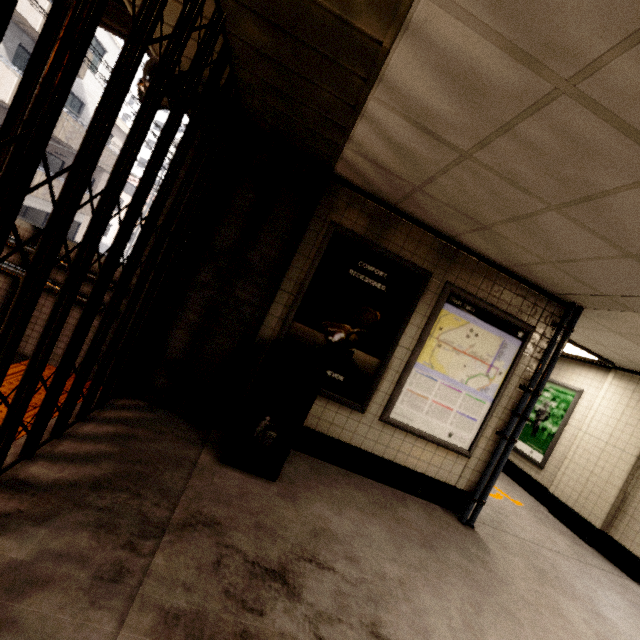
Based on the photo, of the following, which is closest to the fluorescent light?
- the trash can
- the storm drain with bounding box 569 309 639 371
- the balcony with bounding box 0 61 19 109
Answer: the storm drain with bounding box 569 309 639 371

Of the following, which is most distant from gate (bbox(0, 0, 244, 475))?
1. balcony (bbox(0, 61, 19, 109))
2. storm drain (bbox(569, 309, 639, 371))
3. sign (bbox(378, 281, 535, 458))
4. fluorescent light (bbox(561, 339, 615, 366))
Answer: balcony (bbox(0, 61, 19, 109))

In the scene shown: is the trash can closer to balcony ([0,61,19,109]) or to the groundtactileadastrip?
the groundtactileadastrip

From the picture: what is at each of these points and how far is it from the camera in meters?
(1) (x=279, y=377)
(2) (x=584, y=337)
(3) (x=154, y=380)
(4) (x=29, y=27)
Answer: (1) trash can, 3.4
(2) storm drain, 5.0
(3) concrete pillar, 3.3
(4) balcony, 12.2

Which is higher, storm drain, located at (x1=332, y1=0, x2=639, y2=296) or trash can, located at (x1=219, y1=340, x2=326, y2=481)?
storm drain, located at (x1=332, y1=0, x2=639, y2=296)

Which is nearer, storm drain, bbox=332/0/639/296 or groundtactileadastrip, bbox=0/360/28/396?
storm drain, bbox=332/0/639/296

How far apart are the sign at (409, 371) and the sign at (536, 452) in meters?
3.8

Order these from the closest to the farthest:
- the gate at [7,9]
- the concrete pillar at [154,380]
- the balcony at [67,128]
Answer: the gate at [7,9]
the concrete pillar at [154,380]
the balcony at [67,128]
